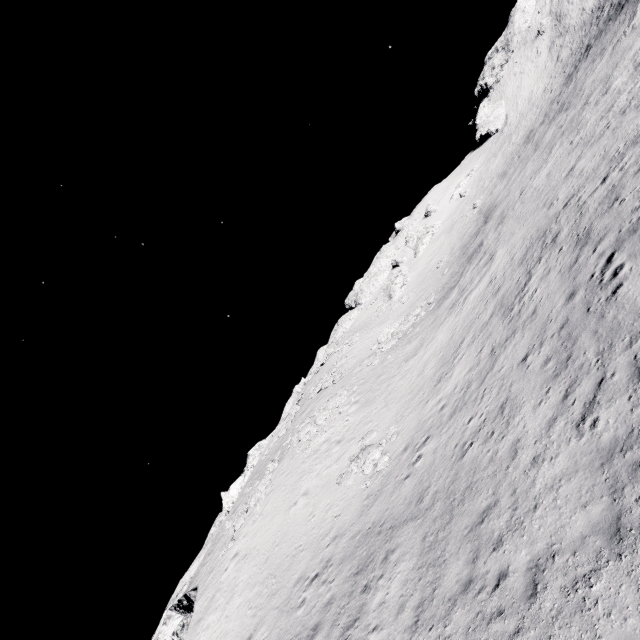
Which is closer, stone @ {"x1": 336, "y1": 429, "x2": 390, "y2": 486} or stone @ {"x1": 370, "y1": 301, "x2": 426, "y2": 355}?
stone @ {"x1": 336, "y1": 429, "x2": 390, "y2": 486}

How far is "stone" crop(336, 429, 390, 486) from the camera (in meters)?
18.92

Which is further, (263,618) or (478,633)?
(263,618)

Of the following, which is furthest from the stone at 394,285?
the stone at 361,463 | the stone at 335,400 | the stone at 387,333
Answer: the stone at 361,463

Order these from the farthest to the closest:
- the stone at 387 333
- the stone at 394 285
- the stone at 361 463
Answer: the stone at 394 285 < the stone at 387 333 < the stone at 361 463

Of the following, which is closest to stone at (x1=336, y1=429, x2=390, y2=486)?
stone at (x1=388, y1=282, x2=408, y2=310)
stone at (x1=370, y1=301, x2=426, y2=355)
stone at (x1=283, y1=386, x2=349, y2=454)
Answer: stone at (x1=283, y1=386, x2=349, y2=454)

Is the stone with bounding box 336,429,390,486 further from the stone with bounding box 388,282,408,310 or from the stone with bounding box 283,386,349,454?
the stone with bounding box 388,282,408,310

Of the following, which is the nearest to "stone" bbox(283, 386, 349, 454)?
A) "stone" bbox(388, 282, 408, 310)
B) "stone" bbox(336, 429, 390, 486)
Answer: "stone" bbox(336, 429, 390, 486)
